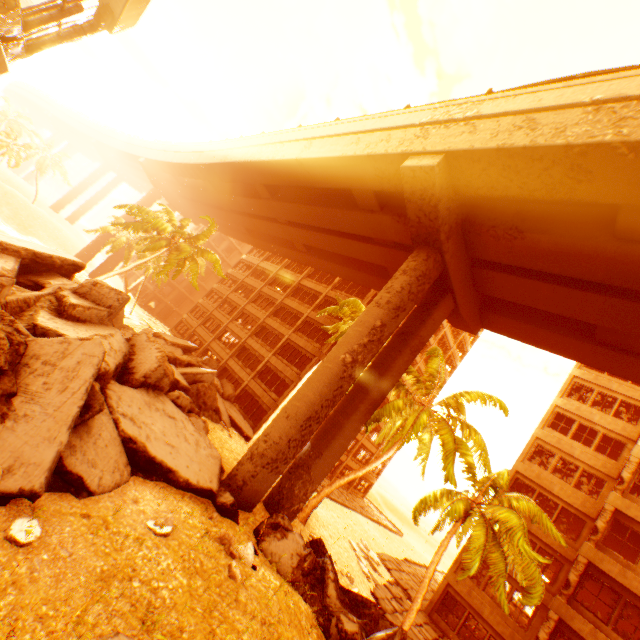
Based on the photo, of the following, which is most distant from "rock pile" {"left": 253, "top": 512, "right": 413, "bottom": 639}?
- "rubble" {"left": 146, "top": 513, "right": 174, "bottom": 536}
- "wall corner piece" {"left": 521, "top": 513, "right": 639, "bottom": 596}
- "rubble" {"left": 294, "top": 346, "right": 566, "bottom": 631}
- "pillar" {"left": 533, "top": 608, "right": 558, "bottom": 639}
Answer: "wall corner piece" {"left": 521, "top": 513, "right": 639, "bottom": 596}

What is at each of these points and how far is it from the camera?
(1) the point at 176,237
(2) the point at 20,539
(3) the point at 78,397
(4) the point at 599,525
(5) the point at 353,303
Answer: (1) rubble, 25.8 meters
(2) rubble, 5.1 meters
(3) rock pile, 6.8 meters
(4) pillar, 16.4 meters
(5) rubble, 21.5 meters

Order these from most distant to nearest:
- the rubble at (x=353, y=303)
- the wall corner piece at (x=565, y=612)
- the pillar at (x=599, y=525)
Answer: the rubble at (x=353, y=303), the pillar at (x=599, y=525), the wall corner piece at (x=565, y=612)

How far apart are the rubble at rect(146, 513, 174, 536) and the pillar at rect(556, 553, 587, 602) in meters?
19.2 m

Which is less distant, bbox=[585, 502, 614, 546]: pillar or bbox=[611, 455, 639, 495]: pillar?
bbox=[585, 502, 614, 546]: pillar

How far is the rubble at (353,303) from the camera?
21.3 meters

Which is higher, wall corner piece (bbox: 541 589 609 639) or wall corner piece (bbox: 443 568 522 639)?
wall corner piece (bbox: 541 589 609 639)

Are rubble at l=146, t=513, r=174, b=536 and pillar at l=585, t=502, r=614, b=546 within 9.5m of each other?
no
